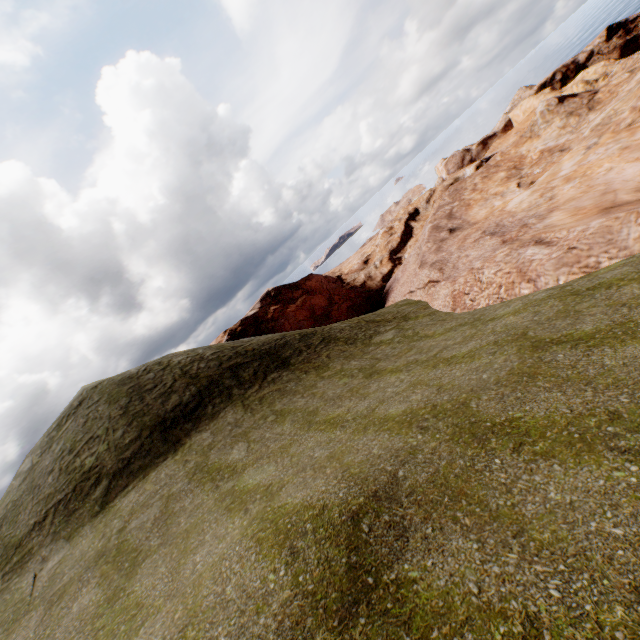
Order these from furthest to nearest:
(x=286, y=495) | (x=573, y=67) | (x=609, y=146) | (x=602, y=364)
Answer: (x=573, y=67) < (x=609, y=146) < (x=286, y=495) < (x=602, y=364)
